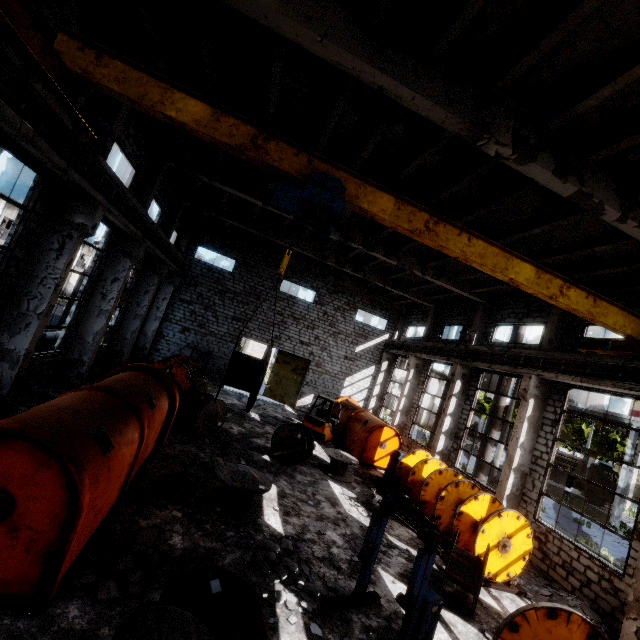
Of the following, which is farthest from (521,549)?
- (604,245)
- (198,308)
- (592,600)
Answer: (198,308)

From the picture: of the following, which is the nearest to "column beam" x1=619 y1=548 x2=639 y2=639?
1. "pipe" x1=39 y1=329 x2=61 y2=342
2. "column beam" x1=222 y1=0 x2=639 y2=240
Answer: "column beam" x1=222 y1=0 x2=639 y2=240

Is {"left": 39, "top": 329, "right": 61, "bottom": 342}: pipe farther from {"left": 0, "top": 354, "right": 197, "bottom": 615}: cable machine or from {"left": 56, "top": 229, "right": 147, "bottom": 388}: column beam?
{"left": 0, "top": 354, "right": 197, "bottom": 615}: cable machine

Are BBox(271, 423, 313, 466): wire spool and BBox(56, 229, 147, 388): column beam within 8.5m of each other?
yes

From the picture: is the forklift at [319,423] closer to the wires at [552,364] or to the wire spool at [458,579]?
the wires at [552,364]

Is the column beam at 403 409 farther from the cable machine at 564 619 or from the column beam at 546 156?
the cable machine at 564 619

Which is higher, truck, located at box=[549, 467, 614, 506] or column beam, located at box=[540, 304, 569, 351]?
column beam, located at box=[540, 304, 569, 351]

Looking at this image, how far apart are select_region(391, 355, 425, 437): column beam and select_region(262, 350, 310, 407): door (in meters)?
6.99
